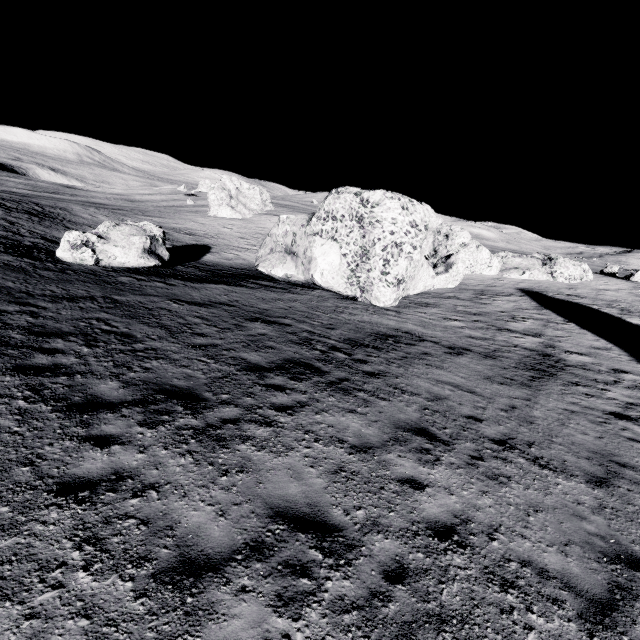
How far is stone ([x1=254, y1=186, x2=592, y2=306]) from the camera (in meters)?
19.88

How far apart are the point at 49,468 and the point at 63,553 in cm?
159

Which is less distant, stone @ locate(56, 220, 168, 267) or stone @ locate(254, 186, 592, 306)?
stone @ locate(56, 220, 168, 267)

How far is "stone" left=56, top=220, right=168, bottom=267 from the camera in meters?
17.4

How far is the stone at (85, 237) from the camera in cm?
1739

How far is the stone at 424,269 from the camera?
19.9 meters
